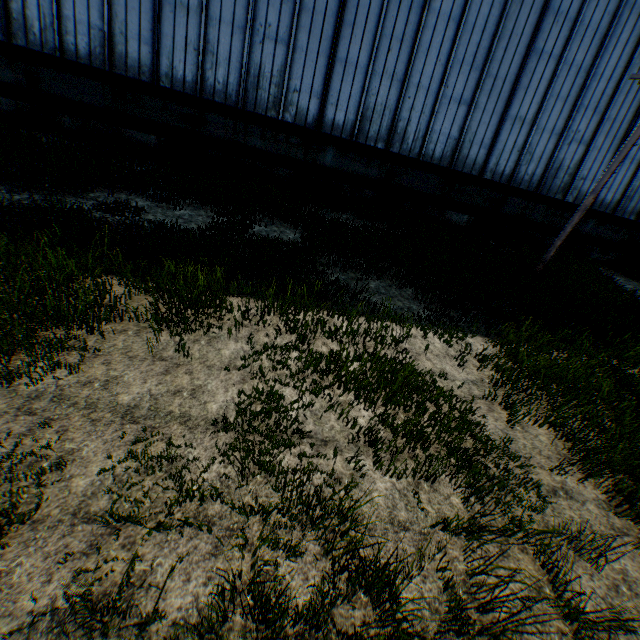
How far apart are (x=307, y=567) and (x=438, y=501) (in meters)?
1.71

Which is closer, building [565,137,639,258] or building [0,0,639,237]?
building [0,0,639,237]

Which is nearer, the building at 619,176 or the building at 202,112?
the building at 202,112
